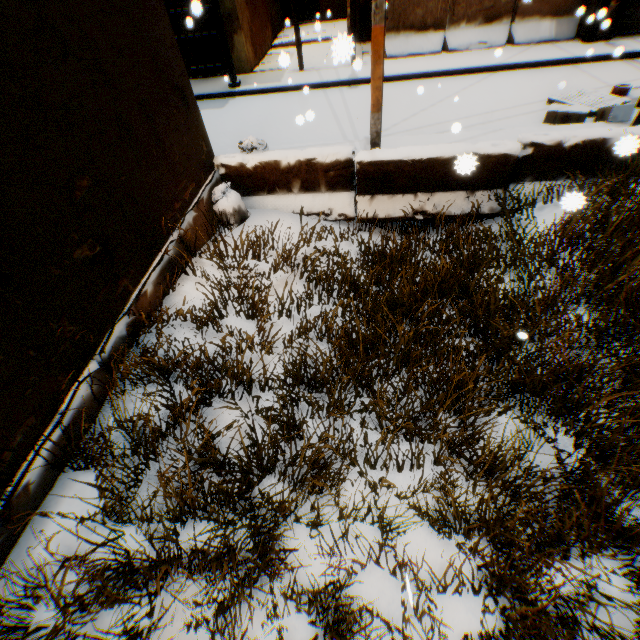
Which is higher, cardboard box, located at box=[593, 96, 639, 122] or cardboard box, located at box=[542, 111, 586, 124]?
cardboard box, located at box=[593, 96, 639, 122]

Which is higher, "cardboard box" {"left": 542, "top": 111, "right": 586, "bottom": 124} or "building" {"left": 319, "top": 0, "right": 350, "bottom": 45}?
"building" {"left": 319, "top": 0, "right": 350, "bottom": 45}

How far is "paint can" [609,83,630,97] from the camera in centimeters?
736cm

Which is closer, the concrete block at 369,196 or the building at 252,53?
the concrete block at 369,196

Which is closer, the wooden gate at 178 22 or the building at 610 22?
the building at 610 22

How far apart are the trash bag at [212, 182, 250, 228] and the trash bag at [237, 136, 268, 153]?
0.54m

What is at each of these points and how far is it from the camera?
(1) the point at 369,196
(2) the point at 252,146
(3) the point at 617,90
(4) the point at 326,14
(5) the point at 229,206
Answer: (1) concrete block, 5.5 meters
(2) trash bag, 5.5 meters
(3) paint can, 7.4 meters
(4) building, 16.1 meters
(5) trash bag, 5.3 meters

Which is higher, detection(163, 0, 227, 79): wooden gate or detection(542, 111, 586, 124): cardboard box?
detection(163, 0, 227, 79): wooden gate
